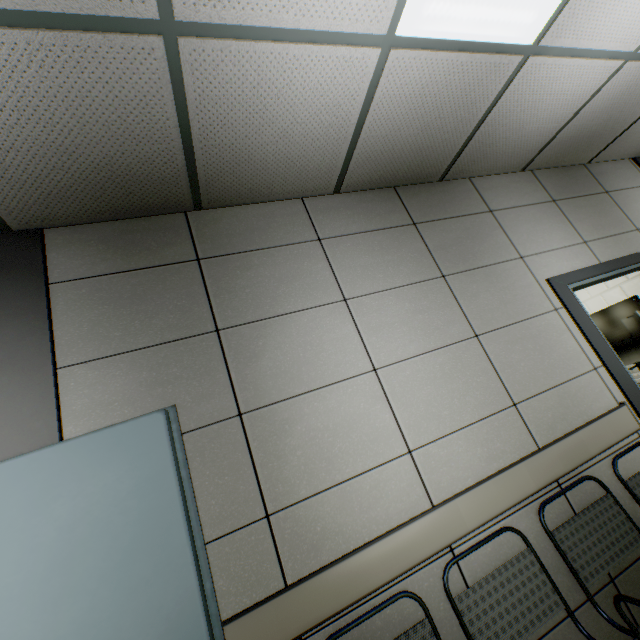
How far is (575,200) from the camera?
3.1 meters

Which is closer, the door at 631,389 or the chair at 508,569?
the chair at 508,569

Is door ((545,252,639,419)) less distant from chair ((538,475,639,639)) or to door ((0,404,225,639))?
chair ((538,475,639,639))

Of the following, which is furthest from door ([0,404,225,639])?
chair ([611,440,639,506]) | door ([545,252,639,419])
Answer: door ([545,252,639,419])

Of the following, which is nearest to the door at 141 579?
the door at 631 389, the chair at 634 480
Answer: the chair at 634 480

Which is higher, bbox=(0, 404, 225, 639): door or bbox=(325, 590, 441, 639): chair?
bbox=(0, 404, 225, 639): door
